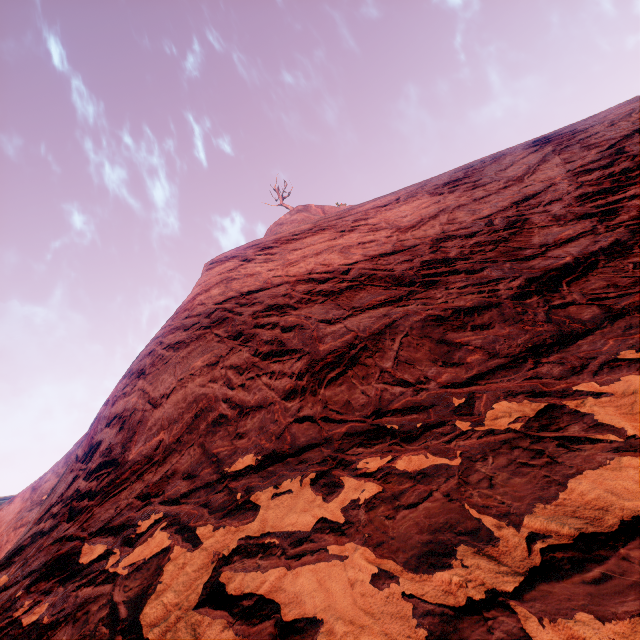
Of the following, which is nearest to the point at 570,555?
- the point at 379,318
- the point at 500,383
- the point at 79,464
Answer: the point at 500,383
